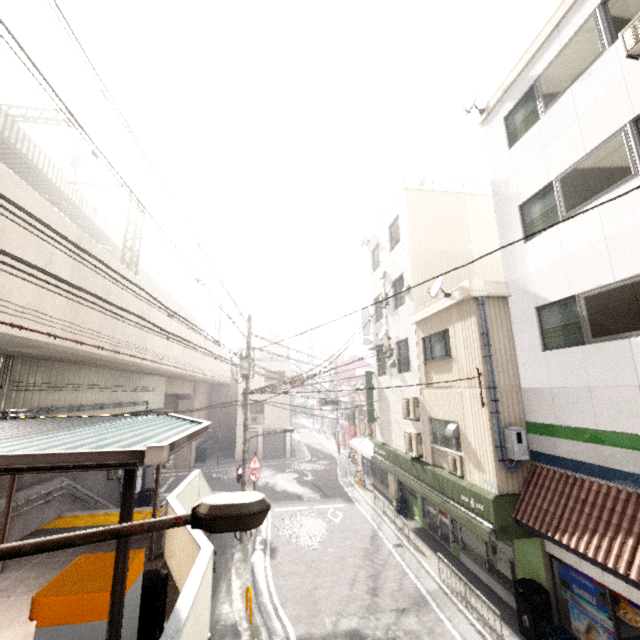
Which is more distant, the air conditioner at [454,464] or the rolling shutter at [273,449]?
the rolling shutter at [273,449]

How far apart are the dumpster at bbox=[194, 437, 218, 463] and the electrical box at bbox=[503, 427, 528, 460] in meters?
25.9

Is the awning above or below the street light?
below

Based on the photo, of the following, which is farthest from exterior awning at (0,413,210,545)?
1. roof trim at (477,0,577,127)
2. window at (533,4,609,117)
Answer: roof trim at (477,0,577,127)

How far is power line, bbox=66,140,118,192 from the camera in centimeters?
1268cm

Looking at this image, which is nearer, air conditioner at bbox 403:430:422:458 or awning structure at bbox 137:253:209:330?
air conditioner at bbox 403:430:422:458

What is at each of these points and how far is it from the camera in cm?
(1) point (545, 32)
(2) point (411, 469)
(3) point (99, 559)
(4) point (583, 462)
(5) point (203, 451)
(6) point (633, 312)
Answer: (1) roof trim, 827
(2) awning, 1280
(3) ticket machine, 381
(4) sign, 709
(5) dumpster, 2817
(6) window, 615

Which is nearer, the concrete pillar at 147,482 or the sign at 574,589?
the sign at 574,589
